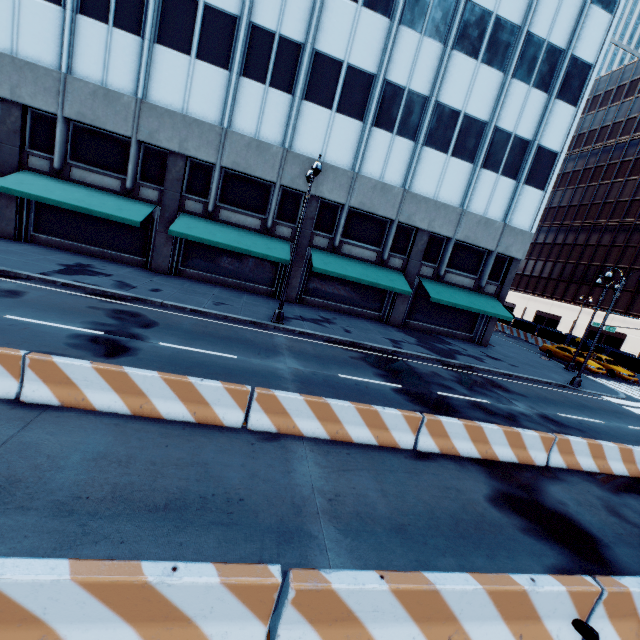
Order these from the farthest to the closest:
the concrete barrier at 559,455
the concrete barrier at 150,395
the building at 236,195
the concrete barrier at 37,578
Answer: the building at 236,195 → the concrete barrier at 559,455 → the concrete barrier at 150,395 → the concrete barrier at 37,578

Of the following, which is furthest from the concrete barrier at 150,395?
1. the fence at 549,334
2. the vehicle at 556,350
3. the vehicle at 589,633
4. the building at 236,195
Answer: the fence at 549,334

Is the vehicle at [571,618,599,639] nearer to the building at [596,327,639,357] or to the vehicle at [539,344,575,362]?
the vehicle at [539,344,575,362]

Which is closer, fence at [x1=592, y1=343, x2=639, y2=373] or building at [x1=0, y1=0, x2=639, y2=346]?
building at [x1=0, y1=0, x2=639, y2=346]

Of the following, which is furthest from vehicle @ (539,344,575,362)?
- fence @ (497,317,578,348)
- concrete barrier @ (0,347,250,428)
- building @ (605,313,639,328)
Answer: building @ (605,313,639,328)

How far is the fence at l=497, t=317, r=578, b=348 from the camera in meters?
35.5

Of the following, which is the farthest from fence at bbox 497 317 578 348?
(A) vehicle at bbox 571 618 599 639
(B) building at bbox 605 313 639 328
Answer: (A) vehicle at bbox 571 618 599 639

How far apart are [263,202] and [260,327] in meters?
9.5 m
